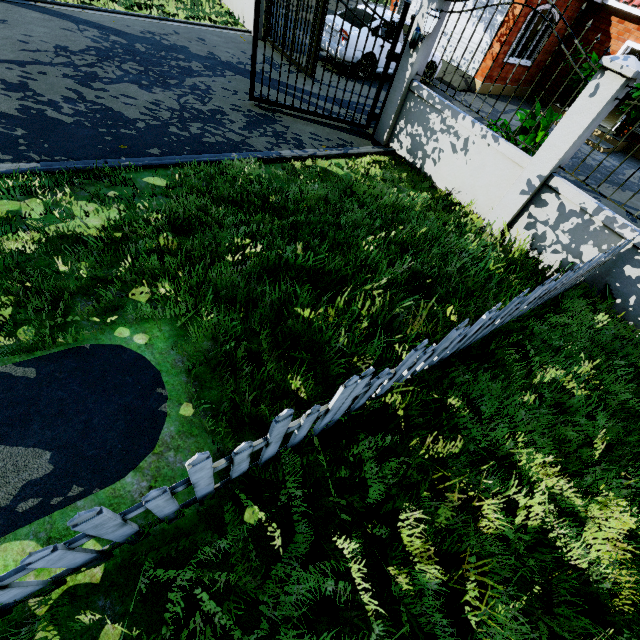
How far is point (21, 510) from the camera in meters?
Answer: 2.0

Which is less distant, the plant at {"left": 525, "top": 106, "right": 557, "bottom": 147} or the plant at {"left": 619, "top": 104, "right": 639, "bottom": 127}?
the plant at {"left": 525, "top": 106, "right": 557, "bottom": 147}

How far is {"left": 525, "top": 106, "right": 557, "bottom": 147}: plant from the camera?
5.1 meters

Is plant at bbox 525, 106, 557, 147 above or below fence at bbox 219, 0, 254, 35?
above

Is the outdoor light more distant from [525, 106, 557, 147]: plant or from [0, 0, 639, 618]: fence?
[525, 106, 557, 147]: plant

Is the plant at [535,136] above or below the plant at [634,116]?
above

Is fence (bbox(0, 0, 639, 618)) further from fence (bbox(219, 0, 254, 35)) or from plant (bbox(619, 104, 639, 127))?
plant (bbox(619, 104, 639, 127))

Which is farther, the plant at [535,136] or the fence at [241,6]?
the fence at [241,6]
